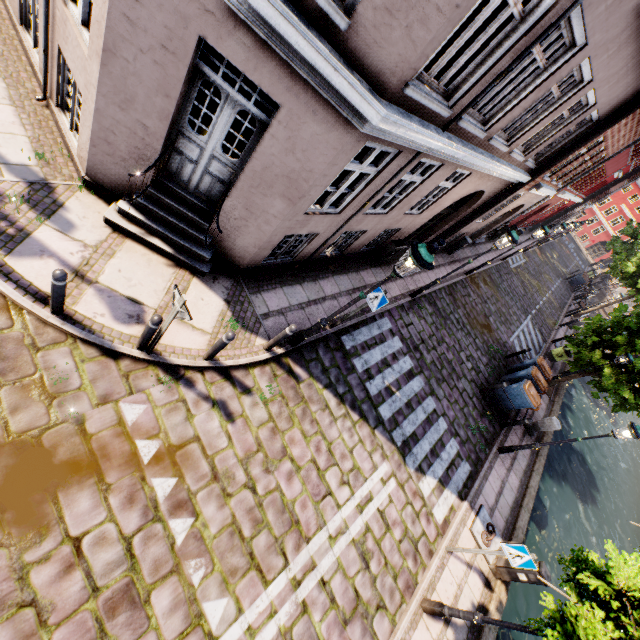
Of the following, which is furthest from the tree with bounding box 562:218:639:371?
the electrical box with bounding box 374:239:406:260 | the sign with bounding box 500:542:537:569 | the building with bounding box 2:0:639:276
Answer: the electrical box with bounding box 374:239:406:260

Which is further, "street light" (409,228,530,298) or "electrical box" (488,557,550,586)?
"street light" (409,228,530,298)

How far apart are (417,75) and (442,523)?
9.3m

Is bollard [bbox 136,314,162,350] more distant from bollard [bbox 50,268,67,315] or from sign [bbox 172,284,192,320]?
bollard [bbox 50,268,67,315]

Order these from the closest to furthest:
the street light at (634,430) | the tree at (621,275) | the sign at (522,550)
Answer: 1. the sign at (522,550)
2. the street light at (634,430)
3. the tree at (621,275)

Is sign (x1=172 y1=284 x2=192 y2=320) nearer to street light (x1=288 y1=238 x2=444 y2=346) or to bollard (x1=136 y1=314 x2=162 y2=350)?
bollard (x1=136 y1=314 x2=162 y2=350)

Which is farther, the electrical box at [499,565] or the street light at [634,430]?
the street light at [634,430]

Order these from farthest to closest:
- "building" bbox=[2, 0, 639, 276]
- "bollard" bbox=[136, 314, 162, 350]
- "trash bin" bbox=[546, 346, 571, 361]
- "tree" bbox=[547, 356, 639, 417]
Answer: "trash bin" bbox=[546, 346, 571, 361]
"tree" bbox=[547, 356, 639, 417]
"bollard" bbox=[136, 314, 162, 350]
"building" bbox=[2, 0, 639, 276]
